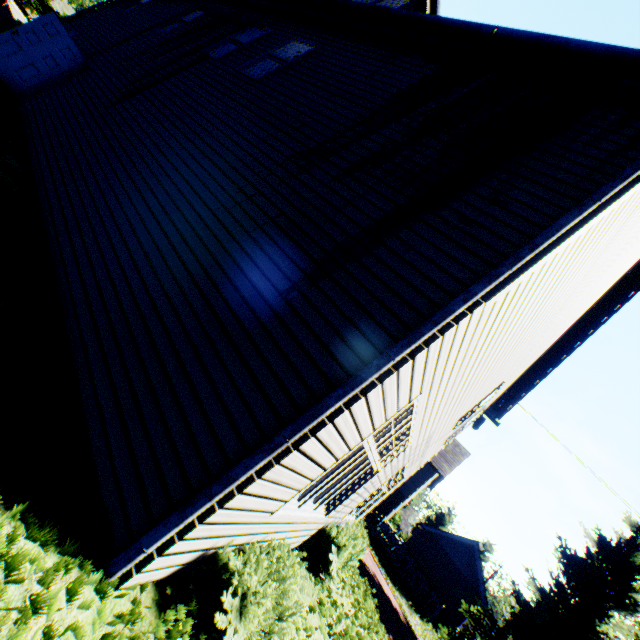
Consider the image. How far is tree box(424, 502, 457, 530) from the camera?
45.59m

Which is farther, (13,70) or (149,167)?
(13,70)

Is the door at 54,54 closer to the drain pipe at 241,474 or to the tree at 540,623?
the drain pipe at 241,474

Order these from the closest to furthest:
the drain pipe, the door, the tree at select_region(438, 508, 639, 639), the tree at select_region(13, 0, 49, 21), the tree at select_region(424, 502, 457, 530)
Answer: the drain pipe, the door, the tree at select_region(438, 508, 639, 639), the tree at select_region(13, 0, 49, 21), the tree at select_region(424, 502, 457, 530)

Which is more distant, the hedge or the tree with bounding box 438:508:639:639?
the tree with bounding box 438:508:639:639

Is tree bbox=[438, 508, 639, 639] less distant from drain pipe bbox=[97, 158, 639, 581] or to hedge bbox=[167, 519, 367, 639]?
hedge bbox=[167, 519, 367, 639]

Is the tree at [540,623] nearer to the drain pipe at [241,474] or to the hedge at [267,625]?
the hedge at [267,625]
